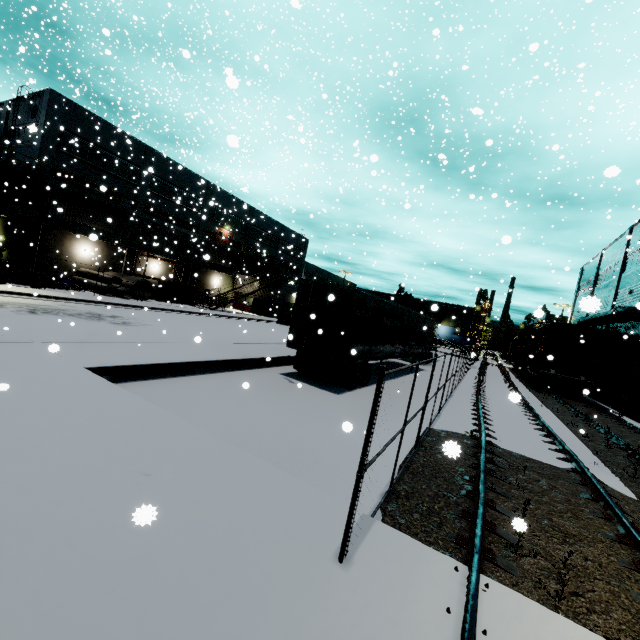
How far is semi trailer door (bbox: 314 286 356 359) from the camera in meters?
11.8

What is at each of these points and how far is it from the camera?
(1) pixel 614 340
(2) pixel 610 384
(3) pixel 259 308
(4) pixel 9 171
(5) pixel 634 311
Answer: (1) building, 25.6m
(2) roll-up door, 25.4m
(3) tarp, 39.8m
(4) balcony, 23.9m
(5) pipe, 20.6m

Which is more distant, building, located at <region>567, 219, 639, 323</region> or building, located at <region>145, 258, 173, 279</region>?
building, located at <region>145, 258, 173, 279</region>

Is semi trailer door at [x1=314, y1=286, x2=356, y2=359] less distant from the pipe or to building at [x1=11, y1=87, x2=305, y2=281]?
the pipe

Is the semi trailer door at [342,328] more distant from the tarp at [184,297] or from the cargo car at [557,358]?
the cargo car at [557,358]

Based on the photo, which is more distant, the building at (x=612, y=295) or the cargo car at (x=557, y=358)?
the building at (x=612, y=295)

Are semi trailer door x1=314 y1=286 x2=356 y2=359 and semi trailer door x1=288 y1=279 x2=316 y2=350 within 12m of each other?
yes

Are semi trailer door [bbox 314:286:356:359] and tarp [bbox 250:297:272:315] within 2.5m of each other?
no
